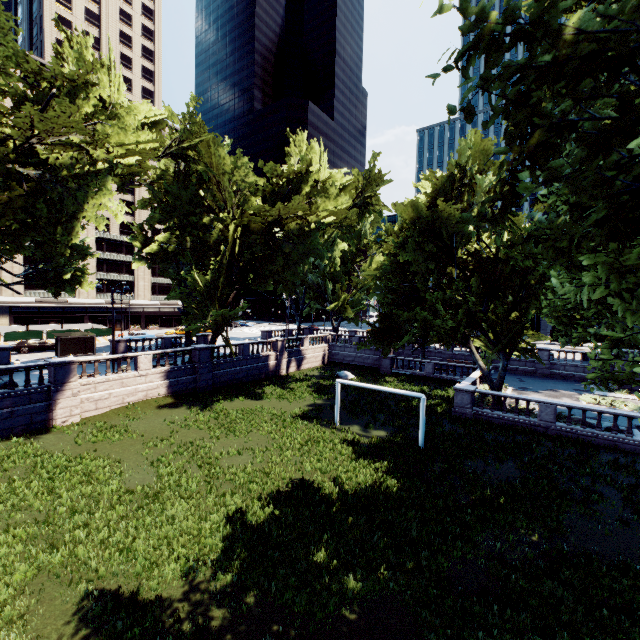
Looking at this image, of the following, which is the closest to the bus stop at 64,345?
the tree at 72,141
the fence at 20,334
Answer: the tree at 72,141

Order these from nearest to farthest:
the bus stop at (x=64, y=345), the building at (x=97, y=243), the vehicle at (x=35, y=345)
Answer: the bus stop at (x=64, y=345)
the vehicle at (x=35, y=345)
the building at (x=97, y=243)

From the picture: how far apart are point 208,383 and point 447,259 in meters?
22.5

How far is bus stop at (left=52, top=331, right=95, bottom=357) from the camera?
32.1 meters

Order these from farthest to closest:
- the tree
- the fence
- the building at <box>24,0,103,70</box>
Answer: the building at <box>24,0,103,70</box>, the fence, the tree

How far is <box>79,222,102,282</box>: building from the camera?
57.5m

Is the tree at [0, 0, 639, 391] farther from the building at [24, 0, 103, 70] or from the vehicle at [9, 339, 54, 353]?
the vehicle at [9, 339, 54, 353]

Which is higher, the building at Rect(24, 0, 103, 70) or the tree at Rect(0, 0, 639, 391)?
the building at Rect(24, 0, 103, 70)
